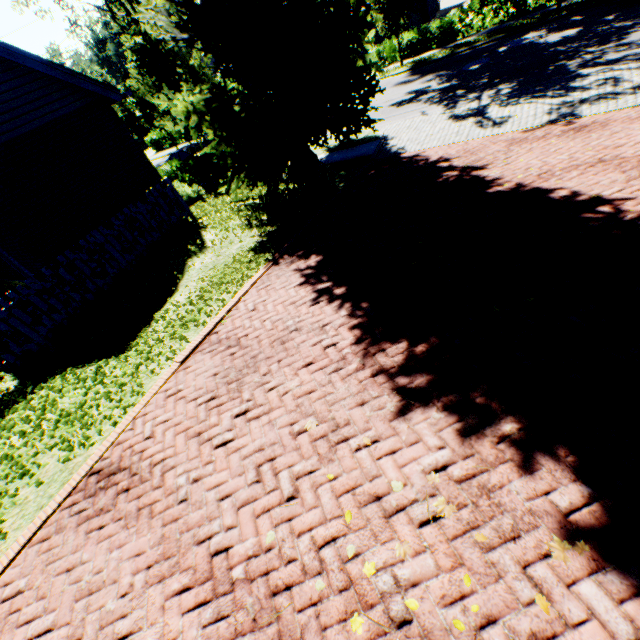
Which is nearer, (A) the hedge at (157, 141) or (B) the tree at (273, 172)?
(B) the tree at (273, 172)

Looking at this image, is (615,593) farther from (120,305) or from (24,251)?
(24,251)

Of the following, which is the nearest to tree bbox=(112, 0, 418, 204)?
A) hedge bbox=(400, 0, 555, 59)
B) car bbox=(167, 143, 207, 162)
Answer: hedge bbox=(400, 0, 555, 59)

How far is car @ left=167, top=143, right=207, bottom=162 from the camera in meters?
19.9

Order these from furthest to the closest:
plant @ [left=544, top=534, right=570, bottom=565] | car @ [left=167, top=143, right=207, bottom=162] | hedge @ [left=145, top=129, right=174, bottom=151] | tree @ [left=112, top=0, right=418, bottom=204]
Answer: hedge @ [left=145, top=129, right=174, bottom=151] < car @ [left=167, top=143, right=207, bottom=162] < tree @ [left=112, top=0, right=418, bottom=204] < plant @ [left=544, top=534, right=570, bottom=565]

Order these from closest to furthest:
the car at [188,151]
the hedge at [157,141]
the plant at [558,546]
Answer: the plant at [558,546] → the car at [188,151] → the hedge at [157,141]

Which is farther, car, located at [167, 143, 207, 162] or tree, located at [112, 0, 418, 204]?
car, located at [167, 143, 207, 162]

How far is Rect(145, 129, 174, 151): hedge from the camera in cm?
3660
